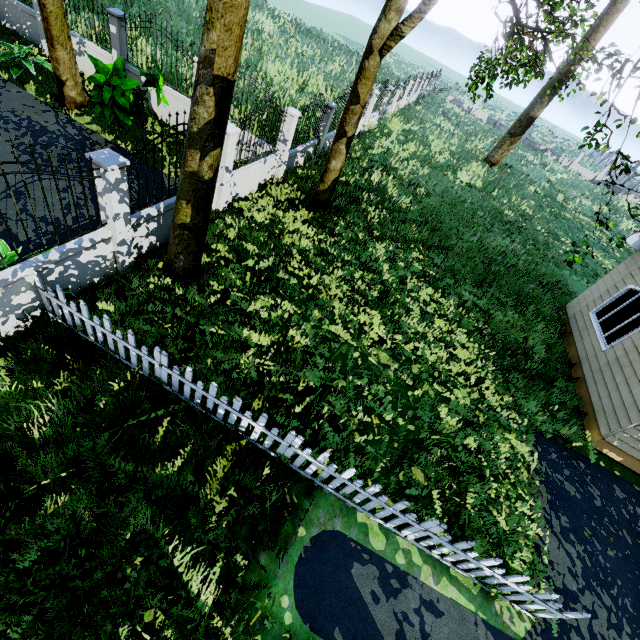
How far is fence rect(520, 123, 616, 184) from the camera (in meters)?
36.47

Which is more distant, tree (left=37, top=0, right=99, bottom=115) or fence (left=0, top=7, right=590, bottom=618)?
tree (left=37, top=0, right=99, bottom=115)

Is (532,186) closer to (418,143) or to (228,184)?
(418,143)

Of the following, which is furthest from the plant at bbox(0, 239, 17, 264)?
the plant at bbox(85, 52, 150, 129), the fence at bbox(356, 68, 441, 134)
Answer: the fence at bbox(356, 68, 441, 134)

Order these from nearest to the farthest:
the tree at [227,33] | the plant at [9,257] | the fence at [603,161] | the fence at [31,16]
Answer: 1. the tree at [227,33]
2. the plant at [9,257]
3. the fence at [31,16]
4. the fence at [603,161]

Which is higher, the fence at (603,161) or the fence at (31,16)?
the fence at (603,161)

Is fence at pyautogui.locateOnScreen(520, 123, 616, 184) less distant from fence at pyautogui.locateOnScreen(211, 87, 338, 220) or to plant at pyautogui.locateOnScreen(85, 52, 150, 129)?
fence at pyautogui.locateOnScreen(211, 87, 338, 220)

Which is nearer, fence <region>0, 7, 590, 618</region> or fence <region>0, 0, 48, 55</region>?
fence <region>0, 7, 590, 618</region>
